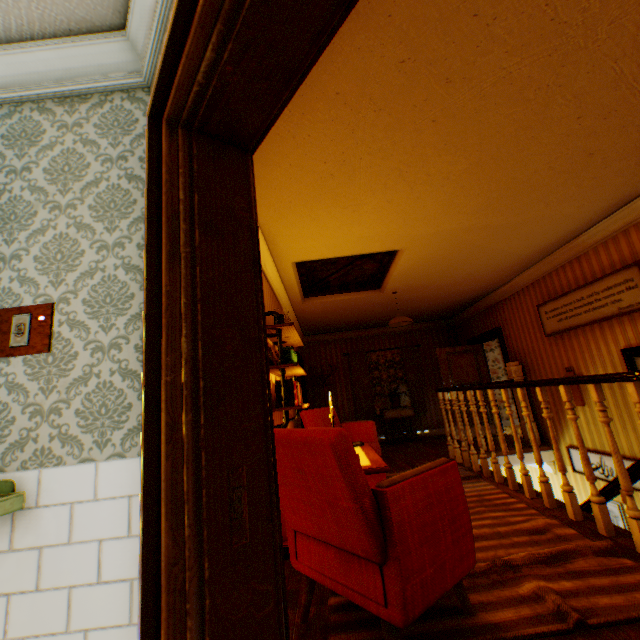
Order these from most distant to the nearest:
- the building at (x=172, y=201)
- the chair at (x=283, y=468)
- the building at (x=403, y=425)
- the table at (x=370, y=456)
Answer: the building at (x=403, y=425) → the table at (x=370, y=456) → the chair at (x=283, y=468) → the building at (x=172, y=201)

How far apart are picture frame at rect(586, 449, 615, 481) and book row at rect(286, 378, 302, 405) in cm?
453

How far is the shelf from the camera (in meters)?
3.26

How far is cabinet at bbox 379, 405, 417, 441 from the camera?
8.3 meters

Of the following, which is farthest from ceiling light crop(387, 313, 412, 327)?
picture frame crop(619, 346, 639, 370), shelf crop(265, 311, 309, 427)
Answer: picture frame crop(619, 346, 639, 370)

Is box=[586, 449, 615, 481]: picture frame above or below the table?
below

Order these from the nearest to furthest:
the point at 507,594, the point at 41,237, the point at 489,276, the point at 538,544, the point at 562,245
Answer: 1. the point at 41,237
2. the point at 507,594
3. the point at 538,544
4. the point at 562,245
5. the point at 489,276

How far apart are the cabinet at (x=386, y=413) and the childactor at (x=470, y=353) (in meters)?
0.84
